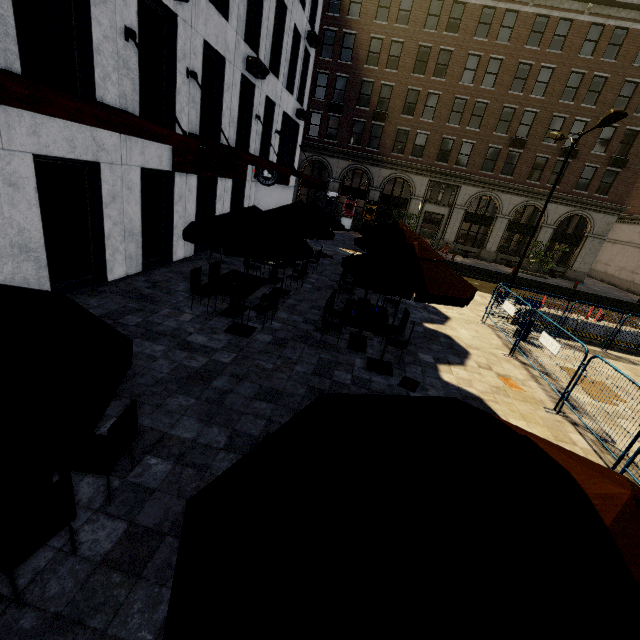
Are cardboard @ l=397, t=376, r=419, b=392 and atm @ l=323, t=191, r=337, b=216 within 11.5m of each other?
no

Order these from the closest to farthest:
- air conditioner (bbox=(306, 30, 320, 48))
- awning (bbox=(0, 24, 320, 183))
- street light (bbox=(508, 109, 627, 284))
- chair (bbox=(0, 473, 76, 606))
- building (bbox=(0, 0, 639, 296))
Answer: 1. chair (bbox=(0, 473, 76, 606))
2. awning (bbox=(0, 24, 320, 183))
3. building (bbox=(0, 0, 639, 296))
4. street light (bbox=(508, 109, 627, 284))
5. air conditioner (bbox=(306, 30, 320, 48))

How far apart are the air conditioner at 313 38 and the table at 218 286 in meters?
18.8 m

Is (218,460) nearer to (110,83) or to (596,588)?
(596,588)

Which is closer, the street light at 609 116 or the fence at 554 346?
the fence at 554 346

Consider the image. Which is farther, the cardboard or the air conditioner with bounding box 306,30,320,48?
the air conditioner with bounding box 306,30,320,48

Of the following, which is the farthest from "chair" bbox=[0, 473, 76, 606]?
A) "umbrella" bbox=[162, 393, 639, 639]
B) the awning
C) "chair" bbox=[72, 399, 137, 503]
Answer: the awning

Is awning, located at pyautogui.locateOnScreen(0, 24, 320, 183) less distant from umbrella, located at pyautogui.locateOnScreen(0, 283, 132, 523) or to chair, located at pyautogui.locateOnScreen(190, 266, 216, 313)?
umbrella, located at pyautogui.locateOnScreen(0, 283, 132, 523)
